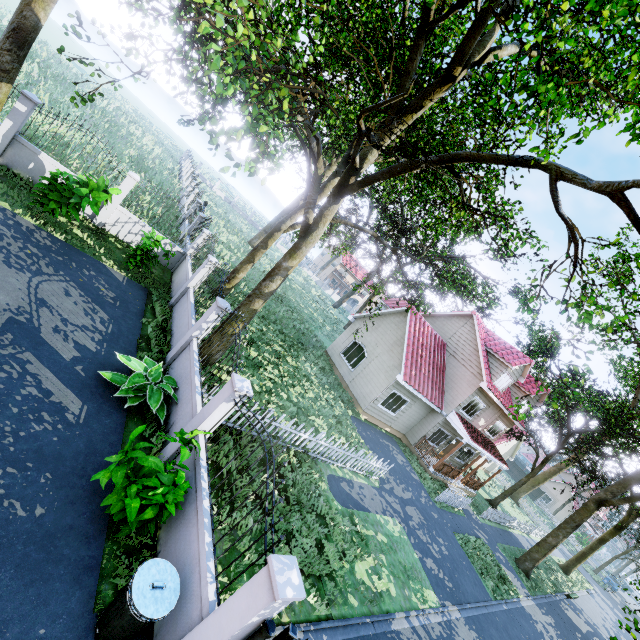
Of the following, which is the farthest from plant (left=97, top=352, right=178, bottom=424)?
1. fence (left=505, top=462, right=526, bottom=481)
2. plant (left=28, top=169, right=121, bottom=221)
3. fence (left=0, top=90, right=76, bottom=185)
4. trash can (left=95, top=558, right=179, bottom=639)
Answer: fence (left=505, top=462, right=526, bottom=481)

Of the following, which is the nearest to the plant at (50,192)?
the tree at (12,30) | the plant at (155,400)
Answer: the tree at (12,30)

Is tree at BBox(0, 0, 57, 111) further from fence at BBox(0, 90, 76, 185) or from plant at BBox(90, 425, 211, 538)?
plant at BBox(90, 425, 211, 538)

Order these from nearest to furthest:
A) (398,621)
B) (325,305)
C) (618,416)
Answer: (398,621) < (618,416) < (325,305)

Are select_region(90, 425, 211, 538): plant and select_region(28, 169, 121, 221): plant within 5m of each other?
no

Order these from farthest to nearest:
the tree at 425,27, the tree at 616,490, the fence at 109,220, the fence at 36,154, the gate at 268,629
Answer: the tree at 616,490 < the fence at 109,220 < the fence at 36,154 < the tree at 425,27 < the gate at 268,629

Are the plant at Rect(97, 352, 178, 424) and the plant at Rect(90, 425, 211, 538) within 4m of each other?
yes

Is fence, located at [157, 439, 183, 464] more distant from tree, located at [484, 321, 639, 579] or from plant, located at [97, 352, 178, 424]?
tree, located at [484, 321, 639, 579]
